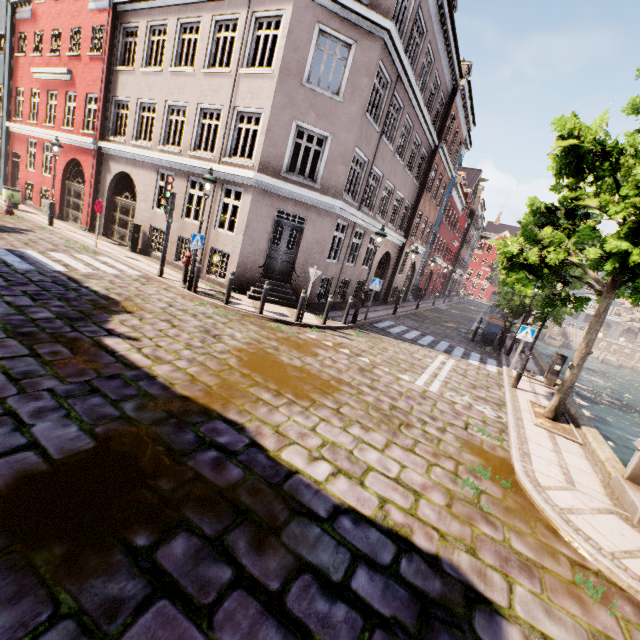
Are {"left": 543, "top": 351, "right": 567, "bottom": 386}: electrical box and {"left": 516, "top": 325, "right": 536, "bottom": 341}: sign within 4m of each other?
yes

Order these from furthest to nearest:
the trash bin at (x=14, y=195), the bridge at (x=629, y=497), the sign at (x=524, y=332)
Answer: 1. the trash bin at (x=14, y=195)
2. the sign at (x=524, y=332)
3. the bridge at (x=629, y=497)

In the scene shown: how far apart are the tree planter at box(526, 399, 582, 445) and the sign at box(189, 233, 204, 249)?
10.8 meters

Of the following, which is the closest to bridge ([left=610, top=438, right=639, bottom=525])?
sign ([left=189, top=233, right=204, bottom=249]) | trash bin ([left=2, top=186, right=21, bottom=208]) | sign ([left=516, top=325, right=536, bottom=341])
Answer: sign ([left=516, top=325, right=536, bottom=341])

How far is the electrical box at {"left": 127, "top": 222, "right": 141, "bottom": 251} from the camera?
14.4 meters

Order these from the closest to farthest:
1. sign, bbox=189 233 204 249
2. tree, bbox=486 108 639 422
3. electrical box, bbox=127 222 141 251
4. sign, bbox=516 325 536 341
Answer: tree, bbox=486 108 639 422 < sign, bbox=189 233 204 249 < sign, bbox=516 325 536 341 < electrical box, bbox=127 222 141 251

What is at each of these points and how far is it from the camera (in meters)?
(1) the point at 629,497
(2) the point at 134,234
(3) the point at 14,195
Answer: (1) bridge, 5.29
(2) electrical box, 14.49
(3) trash bin, 16.92

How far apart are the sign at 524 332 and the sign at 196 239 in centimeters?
1141cm
